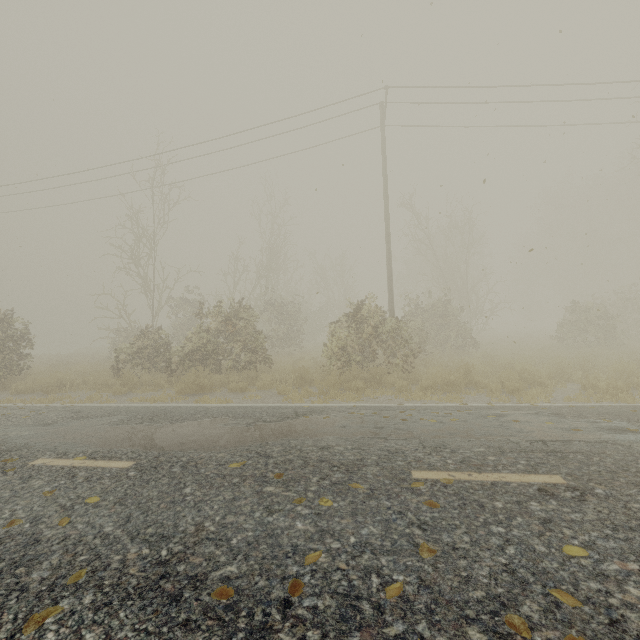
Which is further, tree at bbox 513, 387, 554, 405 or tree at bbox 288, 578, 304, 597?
tree at bbox 513, 387, 554, 405

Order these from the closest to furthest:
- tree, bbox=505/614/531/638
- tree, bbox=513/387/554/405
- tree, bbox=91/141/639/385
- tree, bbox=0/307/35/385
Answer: tree, bbox=505/614/531/638 < tree, bbox=513/387/554/405 < tree, bbox=91/141/639/385 < tree, bbox=0/307/35/385

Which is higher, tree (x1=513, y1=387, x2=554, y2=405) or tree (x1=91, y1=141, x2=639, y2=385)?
tree (x1=91, y1=141, x2=639, y2=385)

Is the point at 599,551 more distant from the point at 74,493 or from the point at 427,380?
the point at 427,380

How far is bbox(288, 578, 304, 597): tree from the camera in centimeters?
203cm

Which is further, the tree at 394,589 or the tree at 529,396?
the tree at 529,396

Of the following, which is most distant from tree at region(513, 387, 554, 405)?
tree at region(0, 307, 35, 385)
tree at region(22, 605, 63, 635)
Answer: tree at region(22, 605, 63, 635)
